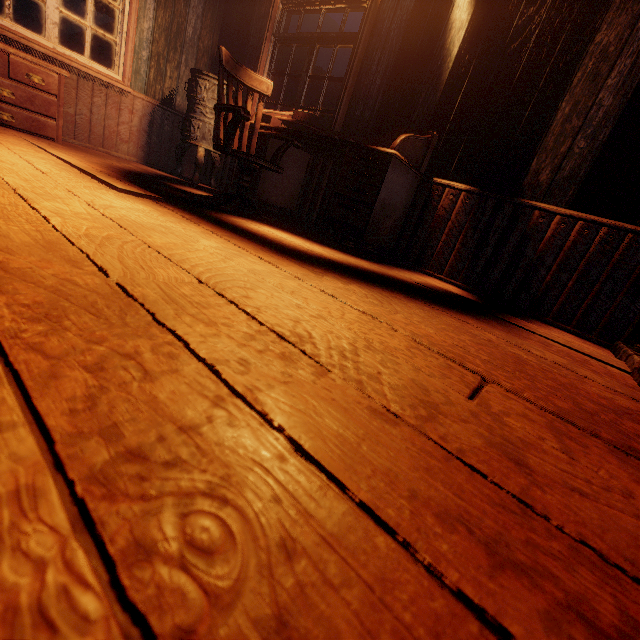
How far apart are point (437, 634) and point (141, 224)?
1.46m

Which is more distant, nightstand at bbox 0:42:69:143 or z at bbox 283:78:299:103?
z at bbox 283:78:299:103

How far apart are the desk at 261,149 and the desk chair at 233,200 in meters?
0.2 m

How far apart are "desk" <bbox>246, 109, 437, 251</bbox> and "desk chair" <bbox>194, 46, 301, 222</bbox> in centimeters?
19cm

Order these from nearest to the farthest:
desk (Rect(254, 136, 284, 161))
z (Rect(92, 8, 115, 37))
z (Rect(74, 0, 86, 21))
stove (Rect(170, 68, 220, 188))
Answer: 1. desk (Rect(254, 136, 284, 161))
2. stove (Rect(170, 68, 220, 188))
3. z (Rect(92, 8, 115, 37))
4. z (Rect(74, 0, 86, 21))

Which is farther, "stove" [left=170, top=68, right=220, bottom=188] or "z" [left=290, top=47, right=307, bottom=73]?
"z" [left=290, top=47, right=307, bottom=73]

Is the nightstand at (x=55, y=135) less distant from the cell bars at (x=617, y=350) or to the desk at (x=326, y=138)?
the desk at (x=326, y=138)

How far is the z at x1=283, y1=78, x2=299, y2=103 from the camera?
12.5 meters
